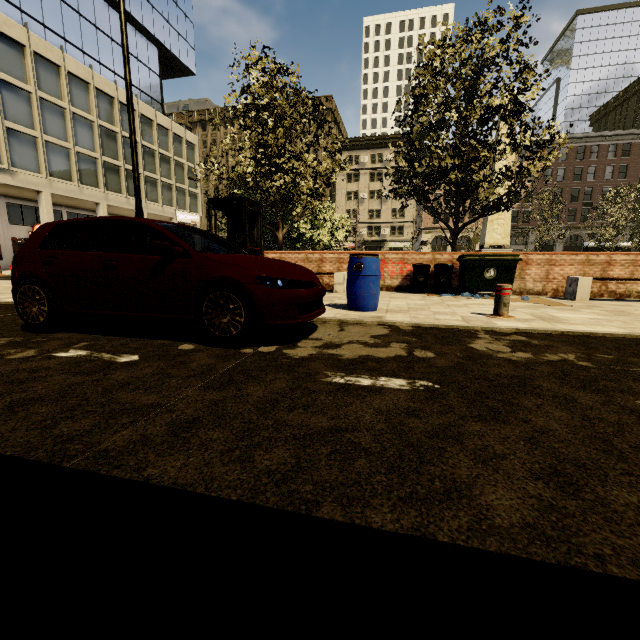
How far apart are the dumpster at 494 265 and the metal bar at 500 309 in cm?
319

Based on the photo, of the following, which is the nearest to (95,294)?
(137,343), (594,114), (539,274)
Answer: (137,343)

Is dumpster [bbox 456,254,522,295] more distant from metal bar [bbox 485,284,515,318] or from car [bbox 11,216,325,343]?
car [bbox 11,216,325,343]

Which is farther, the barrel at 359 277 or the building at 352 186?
the building at 352 186

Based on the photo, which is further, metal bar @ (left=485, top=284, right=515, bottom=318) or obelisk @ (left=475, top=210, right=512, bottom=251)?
obelisk @ (left=475, top=210, right=512, bottom=251)

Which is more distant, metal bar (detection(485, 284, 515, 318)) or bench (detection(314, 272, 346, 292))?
bench (detection(314, 272, 346, 292))

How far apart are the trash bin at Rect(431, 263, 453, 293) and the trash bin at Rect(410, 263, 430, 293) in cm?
13

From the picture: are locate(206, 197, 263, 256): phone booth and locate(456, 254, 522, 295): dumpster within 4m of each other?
no
